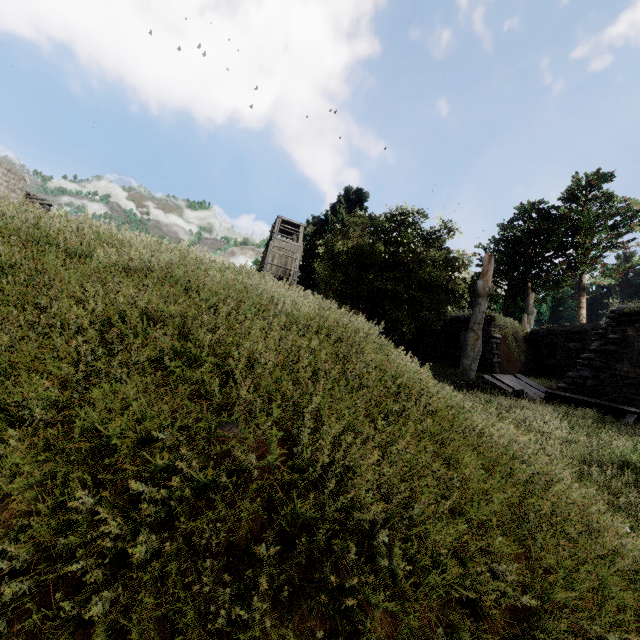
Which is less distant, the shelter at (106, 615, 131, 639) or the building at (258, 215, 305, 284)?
the shelter at (106, 615, 131, 639)

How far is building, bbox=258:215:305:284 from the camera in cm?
3195

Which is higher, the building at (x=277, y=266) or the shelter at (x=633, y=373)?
the building at (x=277, y=266)

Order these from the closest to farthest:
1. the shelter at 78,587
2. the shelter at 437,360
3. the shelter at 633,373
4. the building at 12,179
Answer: the shelter at 78,587
the shelter at 633,373
the shelter at 437,360
the building at 12,179

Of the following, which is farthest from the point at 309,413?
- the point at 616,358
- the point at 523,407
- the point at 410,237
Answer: the point at 410,237

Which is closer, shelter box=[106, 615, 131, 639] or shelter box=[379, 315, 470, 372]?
shelter box=[106, 615, 131, 639]

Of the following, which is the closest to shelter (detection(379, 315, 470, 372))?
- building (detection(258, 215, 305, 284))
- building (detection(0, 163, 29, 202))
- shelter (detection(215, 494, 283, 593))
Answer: shelter (detection(215, 494, 283, 593))

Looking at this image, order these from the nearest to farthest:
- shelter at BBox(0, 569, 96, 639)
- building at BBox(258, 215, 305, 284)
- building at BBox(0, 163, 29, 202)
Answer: shelter at BBox(0, 569, 96, 639), building at BBox(0, 163, 29, 202), building at BBox(258, 215, 305, 284)
